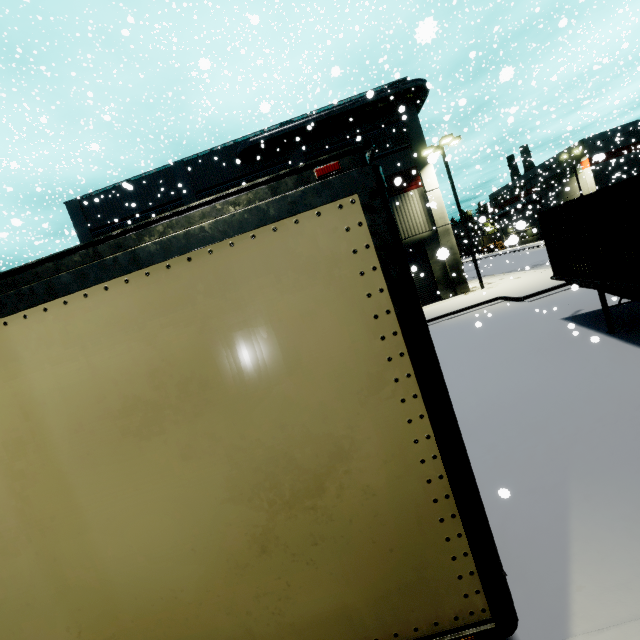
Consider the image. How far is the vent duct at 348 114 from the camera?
20.2m

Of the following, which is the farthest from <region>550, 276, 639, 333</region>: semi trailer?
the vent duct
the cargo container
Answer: the vent duct

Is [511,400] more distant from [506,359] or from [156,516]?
[156,516]

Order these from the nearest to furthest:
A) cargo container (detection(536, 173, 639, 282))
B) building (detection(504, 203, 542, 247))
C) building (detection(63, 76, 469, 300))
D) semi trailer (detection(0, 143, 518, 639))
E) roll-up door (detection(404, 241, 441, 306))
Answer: semi trailer (detection(0, 143, 518, 639)) → building (detection(504, 203, 542, 247)) → cargo container (detection(536, 173, 639, 282)) → building (detection(63, 76, 469, 300)) → roll-up door (detection(404, 241, 441, 306))

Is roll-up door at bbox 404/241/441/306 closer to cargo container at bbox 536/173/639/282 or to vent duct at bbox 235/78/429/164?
cargo container at bbox 536/173/639/282

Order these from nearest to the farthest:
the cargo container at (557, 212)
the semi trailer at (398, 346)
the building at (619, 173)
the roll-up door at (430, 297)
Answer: the semi trailer at (398, 346), the cargo container at (557, 212), the roll-up door at (430, 297), the building at (619, 173)

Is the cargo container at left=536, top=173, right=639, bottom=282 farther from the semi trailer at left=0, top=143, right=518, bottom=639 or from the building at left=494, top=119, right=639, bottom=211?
the building at left=494, top=119, right=639, bottom=211

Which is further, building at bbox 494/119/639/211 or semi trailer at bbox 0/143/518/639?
building at bbox 494/119/639/211
